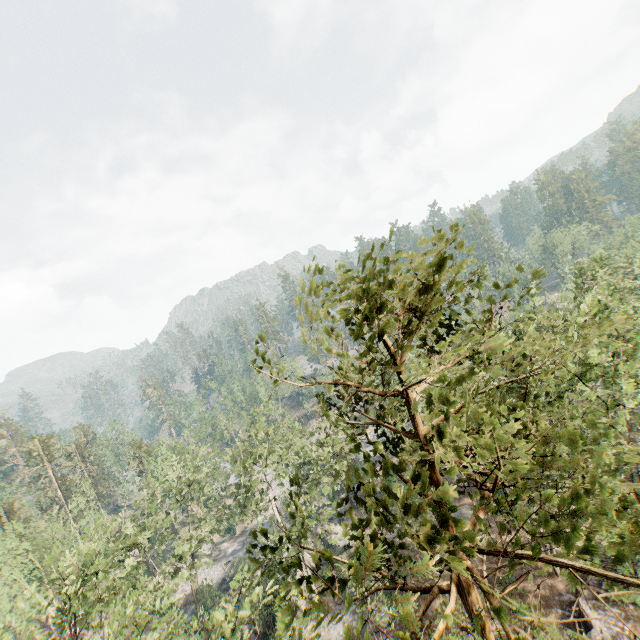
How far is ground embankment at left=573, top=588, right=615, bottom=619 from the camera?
20.7m

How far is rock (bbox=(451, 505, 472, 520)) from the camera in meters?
34.6 m

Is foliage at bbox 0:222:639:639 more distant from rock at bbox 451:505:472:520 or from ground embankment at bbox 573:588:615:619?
ground embankment at bbox 573:588:615:619

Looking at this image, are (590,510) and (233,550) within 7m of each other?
no

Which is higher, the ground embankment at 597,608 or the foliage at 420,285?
the foliage at 420,285

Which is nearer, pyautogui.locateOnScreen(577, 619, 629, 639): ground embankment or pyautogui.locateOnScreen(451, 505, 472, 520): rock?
pyautogui.locateOnScreen(577, 619, 629, 639): ground embankment

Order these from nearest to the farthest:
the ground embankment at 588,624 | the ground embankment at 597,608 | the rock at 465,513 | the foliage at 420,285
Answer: the foliage at 420,285 < the ground embankment at 588,624 < the ground embankment at 597,608 < the rock at 465,513
